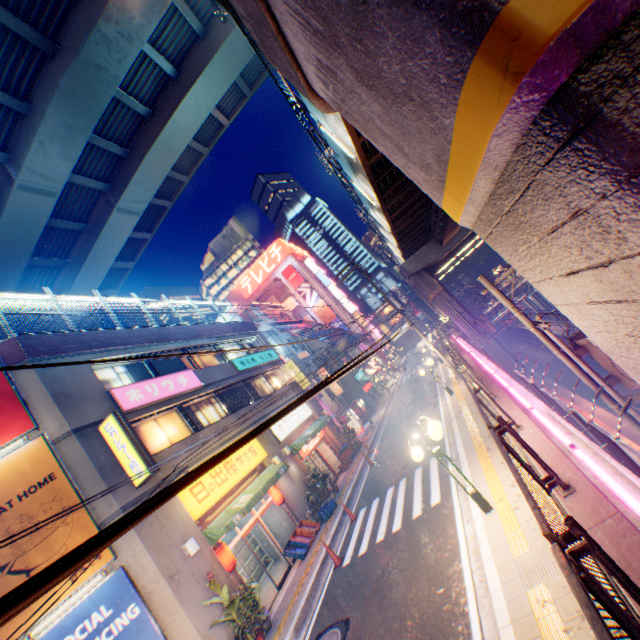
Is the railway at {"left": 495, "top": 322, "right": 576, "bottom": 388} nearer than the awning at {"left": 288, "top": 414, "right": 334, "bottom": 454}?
No

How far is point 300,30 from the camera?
3.5 meters

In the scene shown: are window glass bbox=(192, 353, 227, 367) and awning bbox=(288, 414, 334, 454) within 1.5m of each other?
no

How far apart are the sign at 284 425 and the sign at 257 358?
3.34m

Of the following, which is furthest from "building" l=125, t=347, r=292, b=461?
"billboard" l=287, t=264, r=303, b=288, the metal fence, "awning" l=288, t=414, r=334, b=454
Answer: "billboard" l=287, t=264, r=303, b=288

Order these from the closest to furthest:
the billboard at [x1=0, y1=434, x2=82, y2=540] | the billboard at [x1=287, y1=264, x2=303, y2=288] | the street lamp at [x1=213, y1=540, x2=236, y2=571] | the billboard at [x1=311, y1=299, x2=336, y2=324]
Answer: the billboard at [x1=0, y1=434, x2=82, y2=540], the street lamp at [x1=213, y1=540, x2=236, y2=571], the billboard at [x1=311, y1=299, x2=336, y2=324], the billboard at [x1=287, y1=264, x2=303, y2=288]

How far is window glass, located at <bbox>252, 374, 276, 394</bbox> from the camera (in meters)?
21.49

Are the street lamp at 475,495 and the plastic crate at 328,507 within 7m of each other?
no
